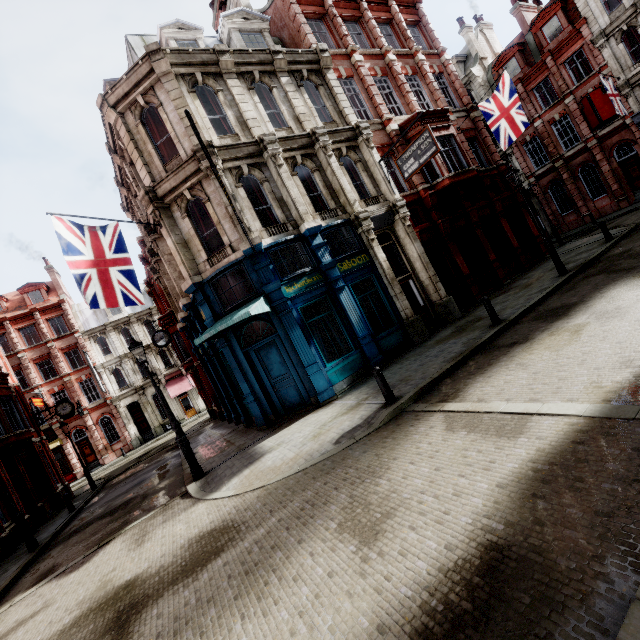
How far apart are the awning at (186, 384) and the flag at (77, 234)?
27.8m

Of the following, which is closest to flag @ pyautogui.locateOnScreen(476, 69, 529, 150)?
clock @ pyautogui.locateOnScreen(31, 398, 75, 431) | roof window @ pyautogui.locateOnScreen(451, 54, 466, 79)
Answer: roof window @ pyautogui.locateOnScreen(451, 54, 466, 79)

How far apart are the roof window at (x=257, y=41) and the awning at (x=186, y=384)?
30.18m

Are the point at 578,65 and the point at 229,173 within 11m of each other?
no

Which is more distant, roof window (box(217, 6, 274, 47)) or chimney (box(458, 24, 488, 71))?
chimney (box(458, 24, 488, 71))

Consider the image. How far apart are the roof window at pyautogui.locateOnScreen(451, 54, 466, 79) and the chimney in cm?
74

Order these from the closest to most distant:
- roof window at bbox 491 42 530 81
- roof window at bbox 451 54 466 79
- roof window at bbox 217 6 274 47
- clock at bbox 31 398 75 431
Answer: roof window at bbox 217 6 274 47
clock at bbox 31 398 75 431
roof window at bbox 491 42 530 81
roof window at bbox 451 54 466 79

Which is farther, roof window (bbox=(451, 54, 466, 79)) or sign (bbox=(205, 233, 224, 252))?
roof window (bbox=(451, 54, 466, 79))
